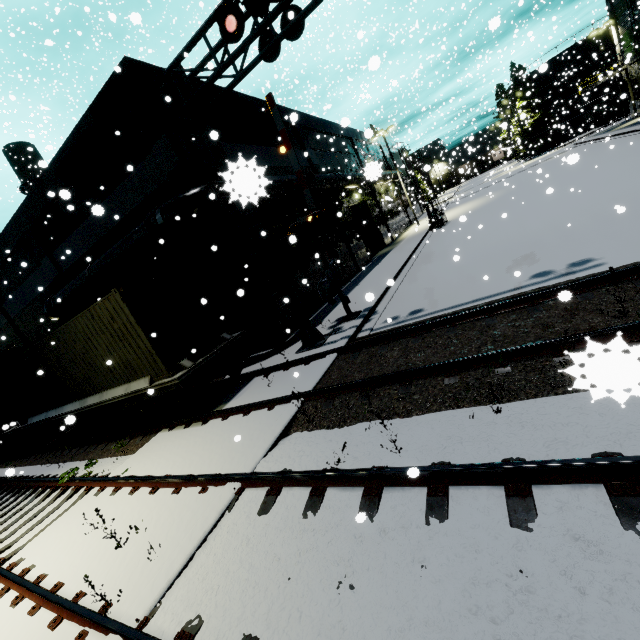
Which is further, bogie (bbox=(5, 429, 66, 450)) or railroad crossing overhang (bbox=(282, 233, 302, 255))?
bogie (bbox=(5, 429, 66, 450))

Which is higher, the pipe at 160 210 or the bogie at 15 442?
the pipe at 160 210

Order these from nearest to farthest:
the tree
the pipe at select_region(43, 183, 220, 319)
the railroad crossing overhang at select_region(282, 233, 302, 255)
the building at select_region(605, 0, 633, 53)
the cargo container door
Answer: the railroad crossing overhang at select_region(282, 233, 302, 255)
the cargo container door
the pipe at select_region(43, 183, 220, 319)
the building at select_region(605, 0, 633, 53)
the tree

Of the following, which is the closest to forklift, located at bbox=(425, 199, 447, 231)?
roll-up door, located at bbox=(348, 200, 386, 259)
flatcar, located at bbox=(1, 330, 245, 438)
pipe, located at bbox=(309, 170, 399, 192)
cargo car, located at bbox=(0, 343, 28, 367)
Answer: roll-up door, located at bbox=(348, 200, 386, 259)

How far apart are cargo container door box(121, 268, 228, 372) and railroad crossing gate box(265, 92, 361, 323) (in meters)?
3.08

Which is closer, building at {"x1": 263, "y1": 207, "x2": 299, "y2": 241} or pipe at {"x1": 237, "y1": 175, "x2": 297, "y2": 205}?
pipe at {"x1": 237, "y1": 175, "x2": 297, "y2": 205}

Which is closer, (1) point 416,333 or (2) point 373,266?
(1) point 416,333

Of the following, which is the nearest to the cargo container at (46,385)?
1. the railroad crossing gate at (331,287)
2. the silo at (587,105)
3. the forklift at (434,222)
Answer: the railroad crossing gate at (331,287)
